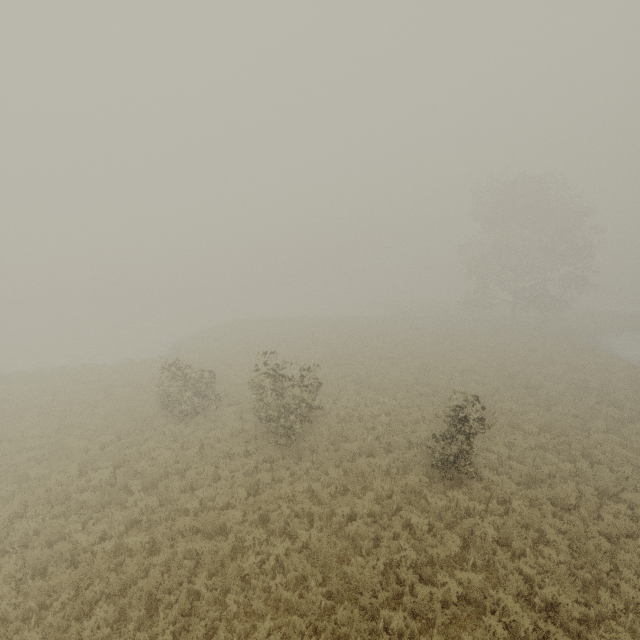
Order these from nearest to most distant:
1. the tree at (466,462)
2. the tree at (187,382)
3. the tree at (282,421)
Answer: the tree at (466,462)
the tree at (282,421)
the tree at (187,382)

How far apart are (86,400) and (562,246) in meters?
43.1 m

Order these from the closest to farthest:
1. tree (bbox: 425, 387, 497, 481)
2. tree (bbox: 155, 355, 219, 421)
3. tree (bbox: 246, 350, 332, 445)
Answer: tree (bbox: 425, 387, 497, 481)
tree (bbox: 246, 350, 332, 445)
tree (bbox: 155, 355, 219, 421)

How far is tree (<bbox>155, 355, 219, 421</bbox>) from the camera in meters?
15.3 m

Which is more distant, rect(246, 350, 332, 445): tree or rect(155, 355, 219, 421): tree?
rect(155, 355, 219, 421): tree

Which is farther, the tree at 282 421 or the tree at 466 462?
the tree at 282 421
